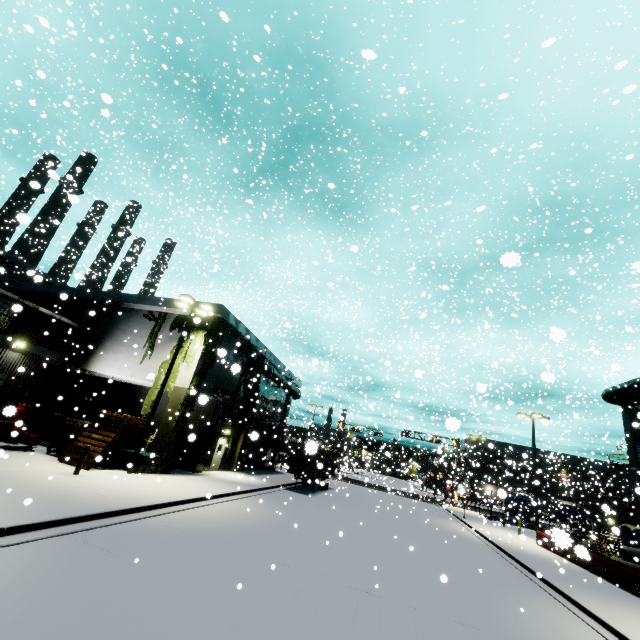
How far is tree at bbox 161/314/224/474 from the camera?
18.8 meters

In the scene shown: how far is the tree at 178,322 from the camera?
22.3 meters

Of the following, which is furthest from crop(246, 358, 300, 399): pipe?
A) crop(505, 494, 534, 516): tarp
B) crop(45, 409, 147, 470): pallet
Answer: crop(505, 494, 534, 516): tarp

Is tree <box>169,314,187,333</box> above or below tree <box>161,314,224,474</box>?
above

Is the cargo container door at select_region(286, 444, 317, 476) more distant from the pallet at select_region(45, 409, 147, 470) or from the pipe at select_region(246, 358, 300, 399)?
the pallet at select_region(45, 409, 147, 470)

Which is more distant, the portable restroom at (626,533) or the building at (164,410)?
the portable restroom at (626,533)

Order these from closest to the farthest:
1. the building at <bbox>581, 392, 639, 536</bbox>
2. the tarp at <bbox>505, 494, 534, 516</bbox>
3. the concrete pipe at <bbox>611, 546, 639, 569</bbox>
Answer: the concrete pipe at <bbox>611, 546, 639, 569</bbox>
the building at <bbox>581, 392, 639, 536</bbox>
the tarp at <bbox>505, 494, 534, 516</bbox>

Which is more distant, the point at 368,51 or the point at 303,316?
the point at 303,316
